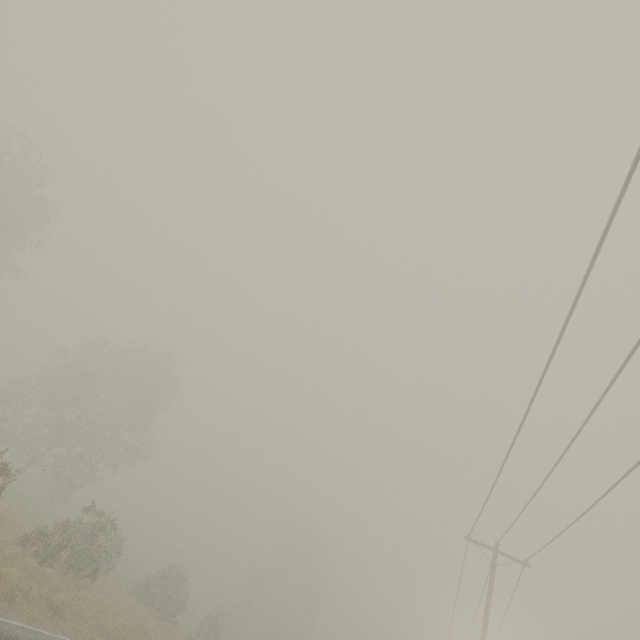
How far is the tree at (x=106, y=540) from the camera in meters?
17.5 m

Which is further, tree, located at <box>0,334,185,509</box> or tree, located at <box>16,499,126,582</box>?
tree, located at <box>0,334,185,509</box>

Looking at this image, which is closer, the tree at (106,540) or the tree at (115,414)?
the tree at (106,540)

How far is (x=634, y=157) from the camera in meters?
4.8 m

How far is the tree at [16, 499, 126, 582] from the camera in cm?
1752

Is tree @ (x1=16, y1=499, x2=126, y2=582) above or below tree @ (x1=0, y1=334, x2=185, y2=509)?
below
